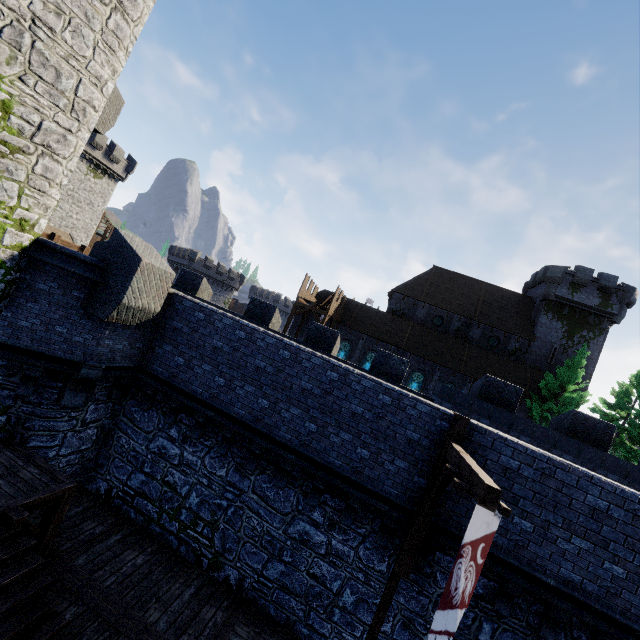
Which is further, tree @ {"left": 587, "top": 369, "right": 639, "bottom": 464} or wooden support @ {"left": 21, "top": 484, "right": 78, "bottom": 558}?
tree @ {"left": 587, "top": 369, "right": 639, "bottom": 464}

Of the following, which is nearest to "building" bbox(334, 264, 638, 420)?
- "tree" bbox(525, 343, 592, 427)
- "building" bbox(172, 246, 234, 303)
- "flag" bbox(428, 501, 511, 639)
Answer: "tree" bbox(525, 343, 592, 427)

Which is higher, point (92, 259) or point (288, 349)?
point (92, 259)

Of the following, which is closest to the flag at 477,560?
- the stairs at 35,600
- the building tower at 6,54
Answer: the stairs at 35,600

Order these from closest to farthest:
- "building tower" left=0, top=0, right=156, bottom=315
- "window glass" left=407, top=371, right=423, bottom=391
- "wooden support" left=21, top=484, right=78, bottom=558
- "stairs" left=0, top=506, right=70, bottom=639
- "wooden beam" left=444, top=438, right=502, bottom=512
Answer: "wooden beam" left=444, top=438, right=502, bottom=512 → "stairs" left=0, top=506, right=70, bottom=639 → "building tower" left=0, top=0, right=156, bottom=315 → "wooden support" left=21, top=484, right=78, bottom=558 → "window glass" left=407, top=371, right=423, bottom=391

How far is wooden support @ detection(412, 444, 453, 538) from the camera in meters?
7.0 m

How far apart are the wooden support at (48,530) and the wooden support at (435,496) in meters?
7.9 m

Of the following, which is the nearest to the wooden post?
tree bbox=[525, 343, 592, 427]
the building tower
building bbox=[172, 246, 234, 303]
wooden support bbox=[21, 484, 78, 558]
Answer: wooden support bbox=[21, 484, 78, 558]
